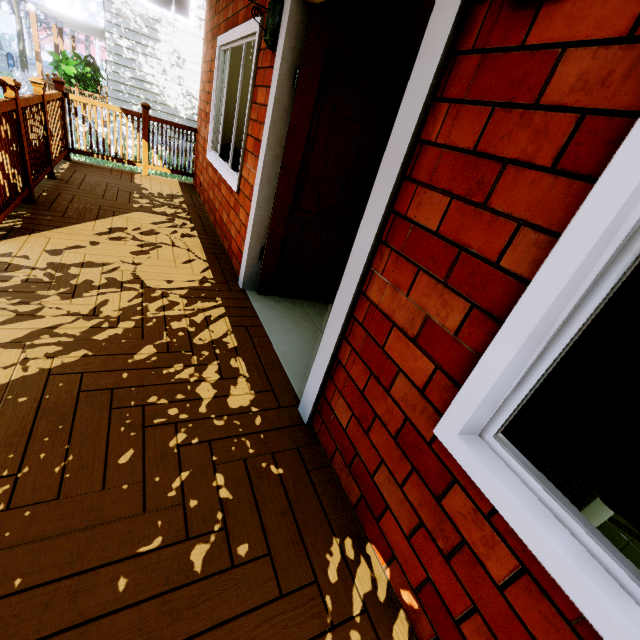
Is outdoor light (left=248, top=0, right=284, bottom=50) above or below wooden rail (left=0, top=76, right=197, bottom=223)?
above

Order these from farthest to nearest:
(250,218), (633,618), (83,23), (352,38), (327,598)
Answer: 1. (83,23)
2. (250,218)
3. (352,38)
4. (327,598)
5. (633,618)

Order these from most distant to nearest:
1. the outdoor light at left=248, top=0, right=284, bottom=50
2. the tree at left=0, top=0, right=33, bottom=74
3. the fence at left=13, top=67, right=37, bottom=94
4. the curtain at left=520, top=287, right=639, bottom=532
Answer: the tree at left=0, top=0, right=33, bottom=74, the fence at left=13, top=67, right=37, bottom=94, the outdoor light at left=248, top=0, right=284, bottom=50, the curtain at left=520, top=287, right=639, bottom=532

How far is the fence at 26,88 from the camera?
13.24m

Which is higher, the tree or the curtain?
the tree

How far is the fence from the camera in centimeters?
1324cm

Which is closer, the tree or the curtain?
the curtain

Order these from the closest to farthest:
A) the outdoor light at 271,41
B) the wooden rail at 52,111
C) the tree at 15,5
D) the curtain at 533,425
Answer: the curtain at 533,425
the outdoor light at 271,41
the wooden rail at 52,111
the tree at 15,5
